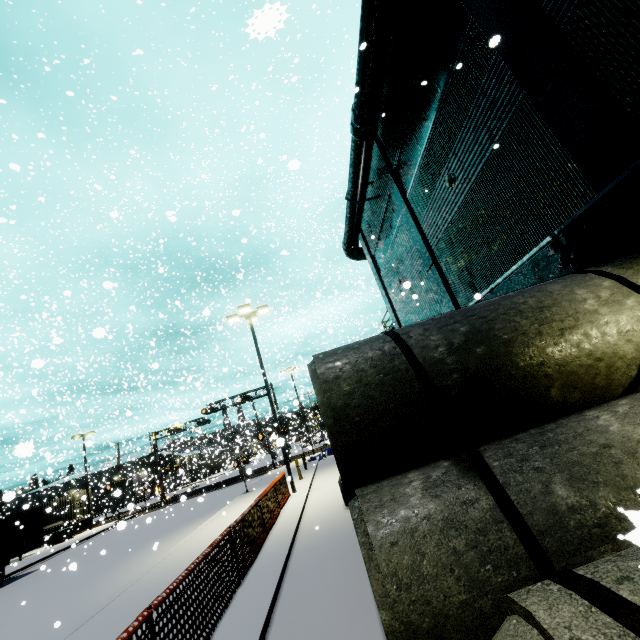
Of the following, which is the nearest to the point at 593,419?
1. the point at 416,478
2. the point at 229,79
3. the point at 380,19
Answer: the point at 416,478

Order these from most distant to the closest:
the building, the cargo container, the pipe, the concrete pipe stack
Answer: the cargo container, the pipe, the building, the concrete pipe stack

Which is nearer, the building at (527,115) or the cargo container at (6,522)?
the building at (527,115)

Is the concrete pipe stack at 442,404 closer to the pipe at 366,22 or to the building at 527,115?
the building at 527,115

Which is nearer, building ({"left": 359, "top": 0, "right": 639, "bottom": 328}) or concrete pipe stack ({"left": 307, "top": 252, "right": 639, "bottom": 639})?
concrete pipe stack ({"left": 307, "top": 252, "right": 639, "bottom": 639})

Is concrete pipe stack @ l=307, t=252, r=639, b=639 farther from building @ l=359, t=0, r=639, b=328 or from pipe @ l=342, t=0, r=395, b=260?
pipe @ l=342, t=0, r=395, b=260

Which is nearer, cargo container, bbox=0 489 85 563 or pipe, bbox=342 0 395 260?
pipe, bbox=342 0 395 260

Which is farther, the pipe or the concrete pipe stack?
the pipe
